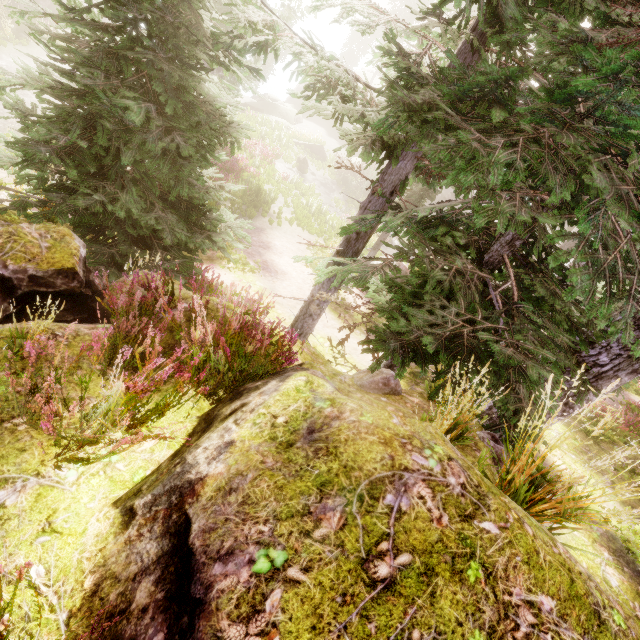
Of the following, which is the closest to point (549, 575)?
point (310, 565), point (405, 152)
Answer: point (310, 565)

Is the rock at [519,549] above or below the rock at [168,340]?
above

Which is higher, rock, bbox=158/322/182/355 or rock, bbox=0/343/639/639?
rock, bbox=0/343/639/639

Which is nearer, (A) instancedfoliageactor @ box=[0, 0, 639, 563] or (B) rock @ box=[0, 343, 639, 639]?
(B) rock @ box=[0, 343, 639, 639]

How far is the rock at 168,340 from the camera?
3.7 meters

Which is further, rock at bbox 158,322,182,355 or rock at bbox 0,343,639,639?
rock at bbox 158,322,182,355

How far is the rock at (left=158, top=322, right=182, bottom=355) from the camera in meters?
3.7

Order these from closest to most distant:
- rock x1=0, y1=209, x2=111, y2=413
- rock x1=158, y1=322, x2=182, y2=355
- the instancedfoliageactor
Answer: the instancedfoliageactor → rock x1=0, y1=209, x2=111, y2=413 → rock x1=158, y1=322, x2=182, y2=355
